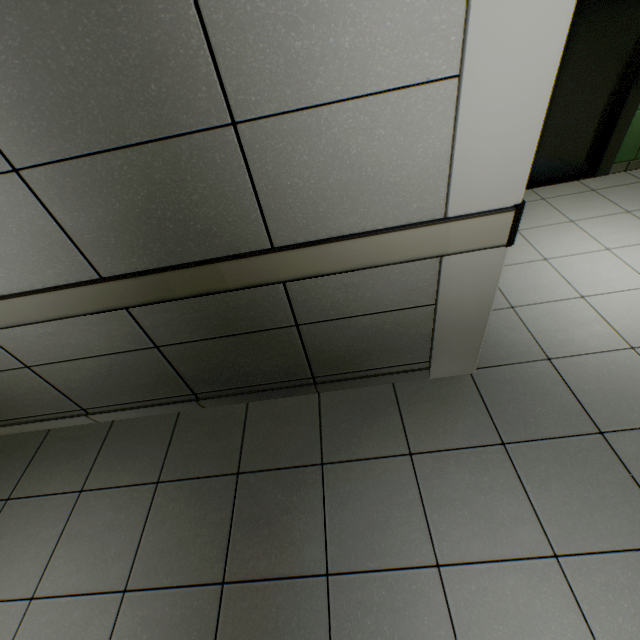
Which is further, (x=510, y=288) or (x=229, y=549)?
(x=510, y=288)
